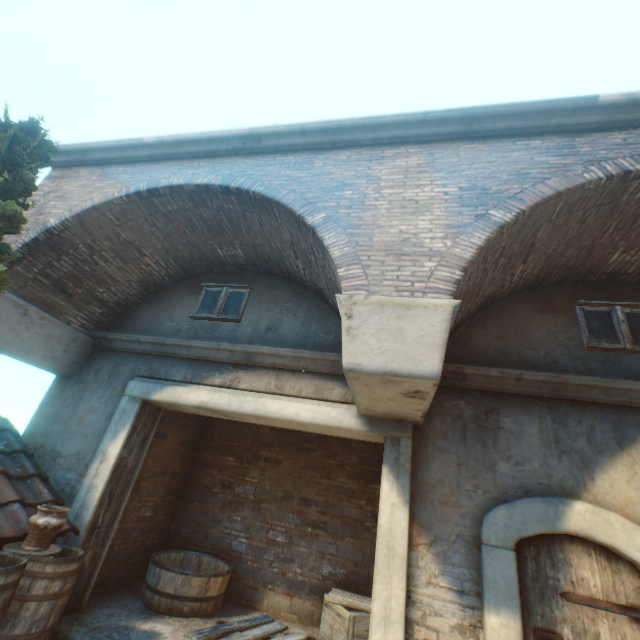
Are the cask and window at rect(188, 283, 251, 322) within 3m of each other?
no

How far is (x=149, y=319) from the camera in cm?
613

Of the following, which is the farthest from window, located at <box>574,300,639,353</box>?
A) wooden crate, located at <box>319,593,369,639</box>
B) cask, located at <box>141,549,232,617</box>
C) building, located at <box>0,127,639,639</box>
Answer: cask, located at <box>141,549,232,617</box>

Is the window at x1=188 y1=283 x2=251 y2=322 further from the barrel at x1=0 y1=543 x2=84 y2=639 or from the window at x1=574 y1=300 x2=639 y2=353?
the window at x1=574 y1=300 x2=639 y2=353

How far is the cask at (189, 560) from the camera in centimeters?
488cm

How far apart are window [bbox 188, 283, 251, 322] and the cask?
4.0m

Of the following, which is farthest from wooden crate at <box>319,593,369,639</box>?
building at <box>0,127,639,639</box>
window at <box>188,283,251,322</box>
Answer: building at <box>0,127,639,639</box>

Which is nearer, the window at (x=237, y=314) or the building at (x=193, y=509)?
the building at (x=193, y=509)
